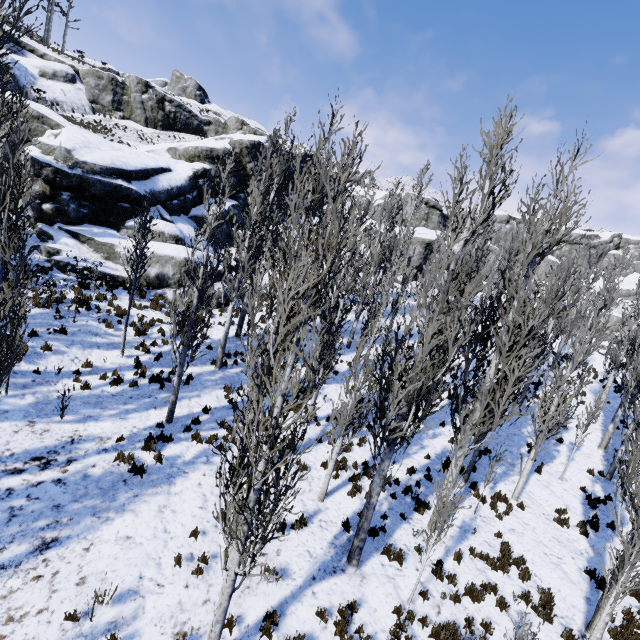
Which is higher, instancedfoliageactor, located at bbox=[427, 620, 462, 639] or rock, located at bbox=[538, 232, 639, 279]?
rock, located at bbox=[538, 232, 639, 279]

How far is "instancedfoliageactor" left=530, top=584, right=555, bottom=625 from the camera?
8.4m

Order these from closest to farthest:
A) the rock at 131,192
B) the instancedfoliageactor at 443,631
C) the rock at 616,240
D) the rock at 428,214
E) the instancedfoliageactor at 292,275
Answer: the instancedfoliageactor at 292,275, the instancedfoliageactor at 443,631, the rock at 131,192, the rock at 428,214, the rock at 616,240

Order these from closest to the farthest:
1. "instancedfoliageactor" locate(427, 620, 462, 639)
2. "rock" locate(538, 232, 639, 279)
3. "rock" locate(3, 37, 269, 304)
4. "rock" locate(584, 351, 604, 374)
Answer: "instancedfoliageactor" locate(427, 620, 462, 639) < "rock" locate(3, 37, 269, 304) < "rock" locate(584, 351, 604, 374) < "rock" locate(538, 232, 639, 279)

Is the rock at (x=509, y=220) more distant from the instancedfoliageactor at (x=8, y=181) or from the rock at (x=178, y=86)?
the rock at (x=178, y=86)

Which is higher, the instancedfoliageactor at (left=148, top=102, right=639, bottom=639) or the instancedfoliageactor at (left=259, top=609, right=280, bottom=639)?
the instancedfoliageactor at (left=148, top=102, right=639, bottom=639)

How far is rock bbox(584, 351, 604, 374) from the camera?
27.7m

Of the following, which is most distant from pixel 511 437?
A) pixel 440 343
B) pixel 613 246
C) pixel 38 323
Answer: pixel 613 246
